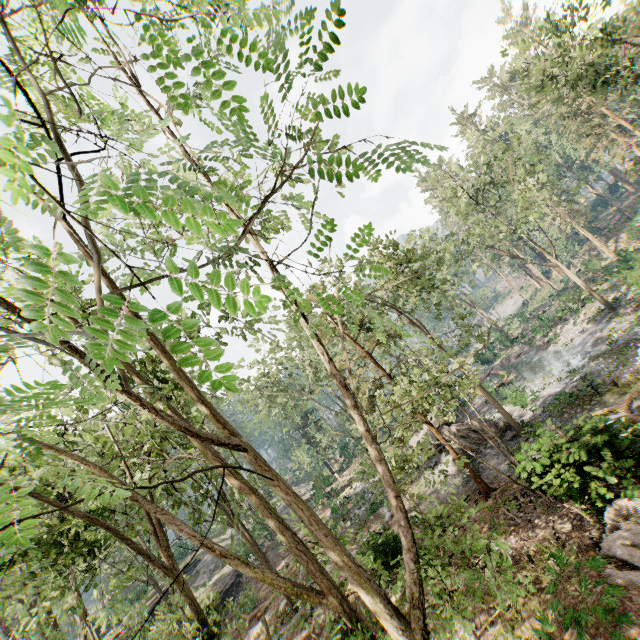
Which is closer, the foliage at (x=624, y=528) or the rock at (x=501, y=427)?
the foliage at (x=624, y=528)

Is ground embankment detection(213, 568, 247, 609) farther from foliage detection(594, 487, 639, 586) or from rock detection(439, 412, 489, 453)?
rock detection(439, 412, 489, 453)

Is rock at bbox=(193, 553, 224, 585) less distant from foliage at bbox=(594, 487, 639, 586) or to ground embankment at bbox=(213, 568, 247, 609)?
foliage at bbox=(594, 487, 639, 586)

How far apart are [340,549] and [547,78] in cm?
2529

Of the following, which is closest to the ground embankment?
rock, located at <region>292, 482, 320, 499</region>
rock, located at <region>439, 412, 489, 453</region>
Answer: rock, located at <region>292, 482, 320, 499</region>

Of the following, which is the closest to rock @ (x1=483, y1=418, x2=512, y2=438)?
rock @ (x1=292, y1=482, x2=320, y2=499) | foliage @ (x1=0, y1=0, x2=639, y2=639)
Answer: foliage @ (x1=0, y1=0, x2=639, y2=639)

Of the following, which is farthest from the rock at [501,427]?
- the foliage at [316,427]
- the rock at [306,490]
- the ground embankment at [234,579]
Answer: the ground embankment at [234,579]

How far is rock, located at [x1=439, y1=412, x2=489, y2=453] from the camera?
22.1m
